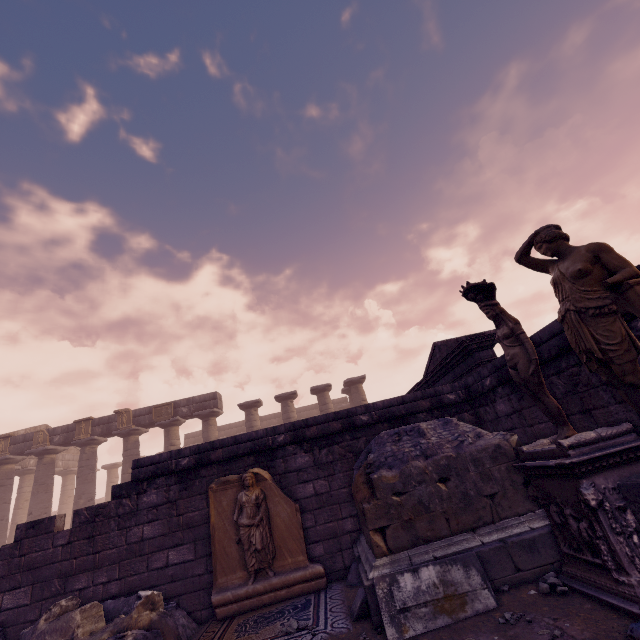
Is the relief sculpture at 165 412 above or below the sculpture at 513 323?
above

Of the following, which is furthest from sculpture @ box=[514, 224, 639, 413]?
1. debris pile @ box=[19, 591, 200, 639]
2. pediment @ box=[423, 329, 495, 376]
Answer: debris pile @ box=[19, 591, 200, 639]

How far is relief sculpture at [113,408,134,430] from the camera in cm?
1819

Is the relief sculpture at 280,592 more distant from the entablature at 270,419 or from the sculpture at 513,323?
the entablature at 270,419

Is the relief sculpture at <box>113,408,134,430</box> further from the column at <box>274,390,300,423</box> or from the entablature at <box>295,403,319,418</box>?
the column at <box>274,390,300,423</box>

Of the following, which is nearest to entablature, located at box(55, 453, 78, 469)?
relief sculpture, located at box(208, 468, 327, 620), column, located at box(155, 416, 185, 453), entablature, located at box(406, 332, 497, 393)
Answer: column, located at box(155, 416, 185, 453)

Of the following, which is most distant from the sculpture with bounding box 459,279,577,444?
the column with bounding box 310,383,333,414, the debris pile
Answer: the column with bounding box 310,383,333,414

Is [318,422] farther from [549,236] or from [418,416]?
[549,236]
